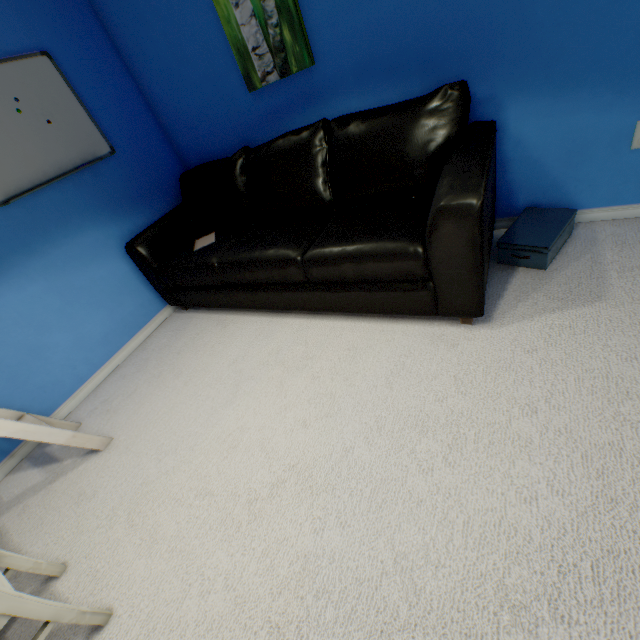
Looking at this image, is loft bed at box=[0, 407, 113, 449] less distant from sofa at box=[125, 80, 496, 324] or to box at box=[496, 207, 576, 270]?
sofa at box=[125, 80, 496, 324]

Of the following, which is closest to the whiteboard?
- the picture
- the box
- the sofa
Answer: the sofa

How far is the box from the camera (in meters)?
1.71

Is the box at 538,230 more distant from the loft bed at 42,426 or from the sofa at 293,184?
the loft bed at 42,426

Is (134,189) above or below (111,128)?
below

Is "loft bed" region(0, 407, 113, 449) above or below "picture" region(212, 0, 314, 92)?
below

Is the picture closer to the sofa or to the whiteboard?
the sofa

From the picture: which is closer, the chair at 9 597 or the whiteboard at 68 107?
the chair at 9 597
